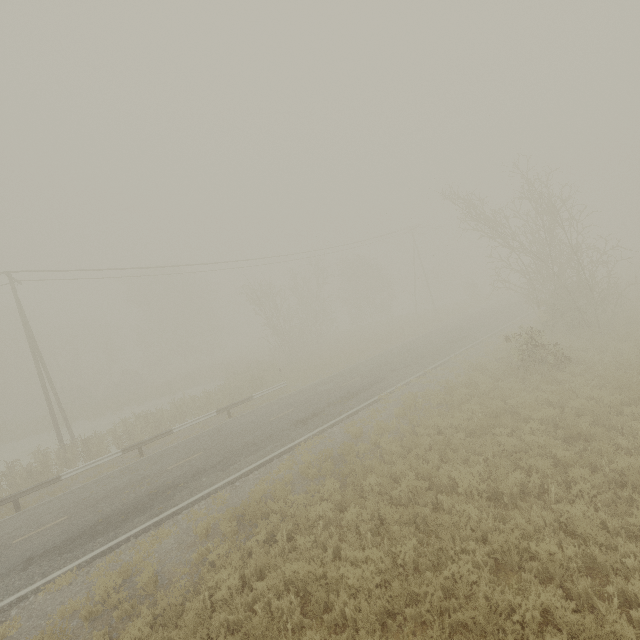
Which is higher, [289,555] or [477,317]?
[477,317]
